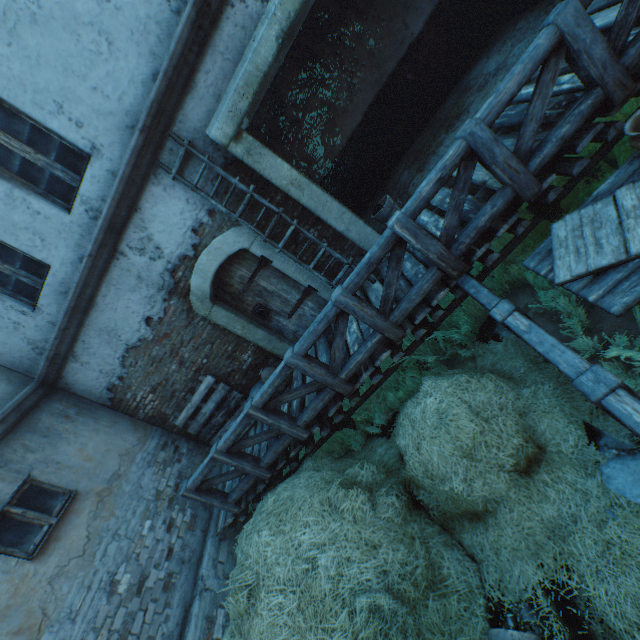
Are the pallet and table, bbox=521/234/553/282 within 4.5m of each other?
no

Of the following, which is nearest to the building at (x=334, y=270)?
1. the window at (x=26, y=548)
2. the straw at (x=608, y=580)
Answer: the window at (x=26, y=548)

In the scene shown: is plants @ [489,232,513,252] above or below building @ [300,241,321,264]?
below

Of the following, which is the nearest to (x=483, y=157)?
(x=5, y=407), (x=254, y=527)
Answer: (x=254, y=527)

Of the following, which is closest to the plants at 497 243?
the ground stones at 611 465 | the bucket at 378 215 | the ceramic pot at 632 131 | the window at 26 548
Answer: the ground stones at 611 465

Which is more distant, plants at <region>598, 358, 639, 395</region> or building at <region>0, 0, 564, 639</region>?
building at <region>0, 0, 564, 639</region>

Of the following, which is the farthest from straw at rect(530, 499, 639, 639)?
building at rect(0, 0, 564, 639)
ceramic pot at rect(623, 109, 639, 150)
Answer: ceramic pot at rect(623, 109, 639, 150)

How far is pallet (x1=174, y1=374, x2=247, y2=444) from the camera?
6.44m
